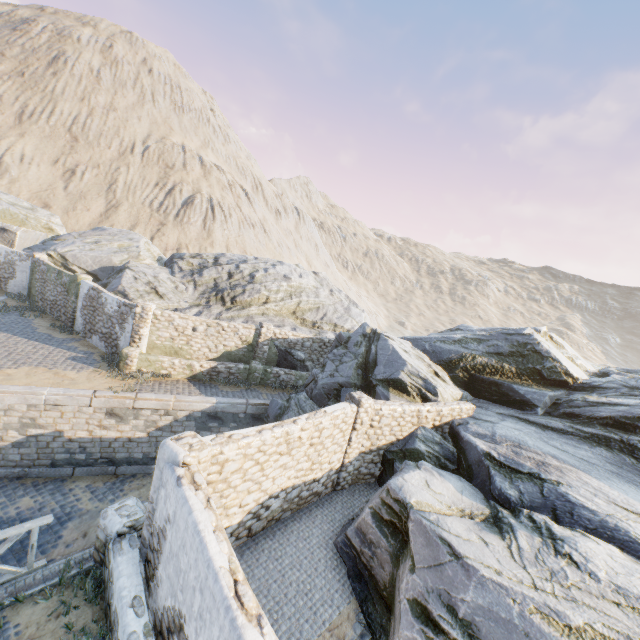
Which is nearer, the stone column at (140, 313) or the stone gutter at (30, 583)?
the stone gutter at (30, 583)

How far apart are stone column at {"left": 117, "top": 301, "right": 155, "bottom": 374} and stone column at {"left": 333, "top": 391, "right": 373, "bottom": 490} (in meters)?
9.83

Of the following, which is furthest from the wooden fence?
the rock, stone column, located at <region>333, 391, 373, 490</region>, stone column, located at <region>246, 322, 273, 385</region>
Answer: stone column, located at <region>246, 322, 273, 385</region>

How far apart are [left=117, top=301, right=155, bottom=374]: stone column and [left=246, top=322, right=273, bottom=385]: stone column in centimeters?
496cm

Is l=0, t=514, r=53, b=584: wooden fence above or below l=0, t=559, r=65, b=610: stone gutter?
above

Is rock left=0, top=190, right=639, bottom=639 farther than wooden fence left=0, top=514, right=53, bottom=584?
No

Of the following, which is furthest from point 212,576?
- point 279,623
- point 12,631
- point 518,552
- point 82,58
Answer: point 82,58

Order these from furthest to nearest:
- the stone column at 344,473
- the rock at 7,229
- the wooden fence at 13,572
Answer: the stone column at 344,473, the wooden fence at 13,572, the rock at 7,229
